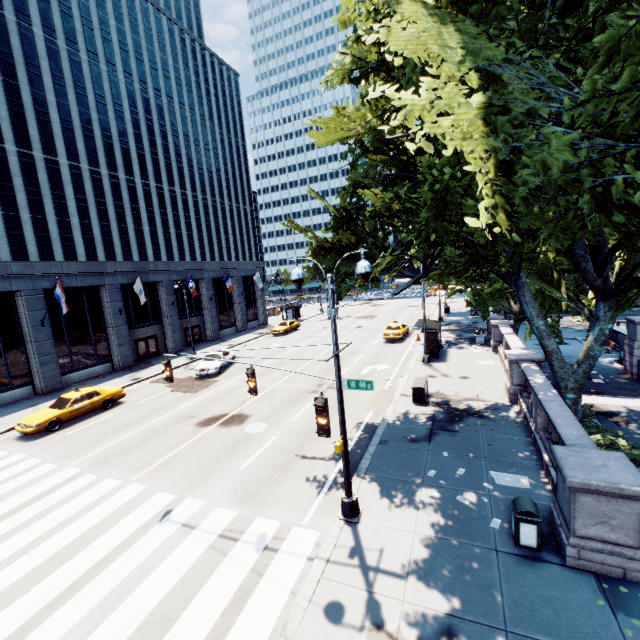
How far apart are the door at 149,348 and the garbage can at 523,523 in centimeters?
3267cm

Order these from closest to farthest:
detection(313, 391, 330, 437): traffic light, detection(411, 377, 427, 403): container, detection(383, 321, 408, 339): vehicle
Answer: detection(313, 391, 330, 437): traffic light
detection(411, 377, 427, 403): container
detection(383, 321, 408, 339): vehicle

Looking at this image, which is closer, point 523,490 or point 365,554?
point 365,554

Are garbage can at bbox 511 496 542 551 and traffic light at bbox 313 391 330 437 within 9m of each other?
yes

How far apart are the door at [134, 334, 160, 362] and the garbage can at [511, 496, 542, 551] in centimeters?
3267cm

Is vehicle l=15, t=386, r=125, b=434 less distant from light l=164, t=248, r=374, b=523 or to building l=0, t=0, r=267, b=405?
building l=0, t=0, r=267, b=405

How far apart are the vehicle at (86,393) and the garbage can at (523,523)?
21.2 meters

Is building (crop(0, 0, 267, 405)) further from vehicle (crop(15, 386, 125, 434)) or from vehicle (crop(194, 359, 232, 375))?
vehicle (crop(194, 359, 232, 375))
